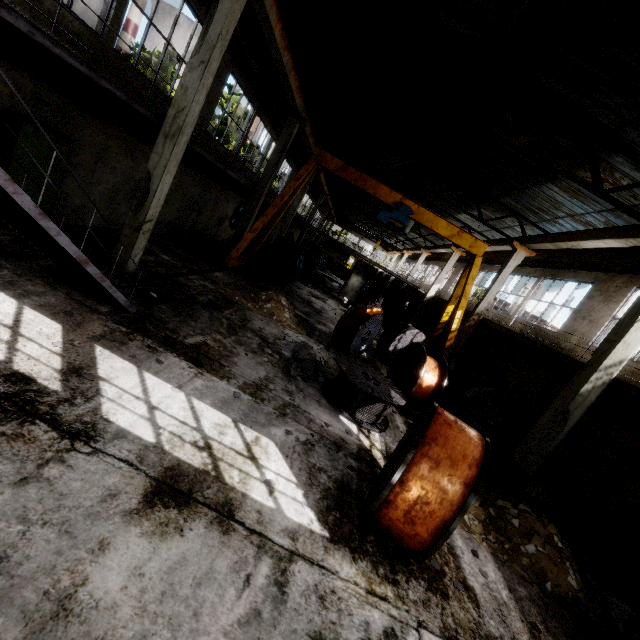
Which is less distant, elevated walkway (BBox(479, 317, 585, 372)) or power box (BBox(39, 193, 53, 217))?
power box (BBox(39, 193, 53, 217))

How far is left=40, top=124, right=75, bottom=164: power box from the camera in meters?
7.5 m

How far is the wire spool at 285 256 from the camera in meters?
18.4

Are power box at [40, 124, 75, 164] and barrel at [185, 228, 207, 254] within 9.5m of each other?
yes

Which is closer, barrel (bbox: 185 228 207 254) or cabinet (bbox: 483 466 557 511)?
cabinet (bbox: 483 466 557 511)

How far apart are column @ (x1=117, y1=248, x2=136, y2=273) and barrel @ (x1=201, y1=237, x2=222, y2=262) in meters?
5.9

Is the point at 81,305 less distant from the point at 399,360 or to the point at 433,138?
the point at 399,360

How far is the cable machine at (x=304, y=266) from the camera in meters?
21.2
